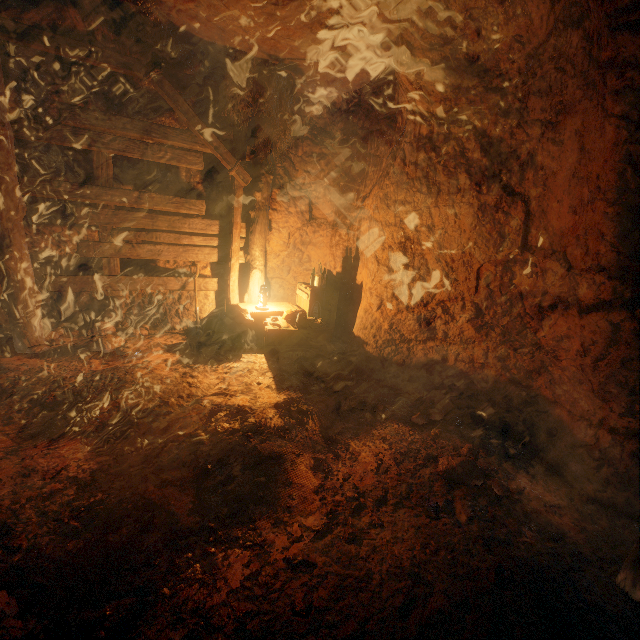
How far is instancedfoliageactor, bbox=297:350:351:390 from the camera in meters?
4.4

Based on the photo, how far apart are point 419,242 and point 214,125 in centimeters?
420cm

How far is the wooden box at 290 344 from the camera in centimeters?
514cm

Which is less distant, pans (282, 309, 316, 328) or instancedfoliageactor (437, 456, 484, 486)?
instancedfoliageactor (437, 456, 484, 486)

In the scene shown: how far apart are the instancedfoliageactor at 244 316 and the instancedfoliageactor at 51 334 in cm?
261

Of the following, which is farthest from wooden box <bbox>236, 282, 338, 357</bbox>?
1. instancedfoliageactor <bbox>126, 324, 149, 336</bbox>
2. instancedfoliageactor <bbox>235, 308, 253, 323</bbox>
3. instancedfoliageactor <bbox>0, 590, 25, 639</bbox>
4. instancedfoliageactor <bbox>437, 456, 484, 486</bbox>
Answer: instancedfoliageactor <bbox>0, 590, 25, 639</bbox>

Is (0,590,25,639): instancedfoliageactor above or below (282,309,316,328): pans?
below

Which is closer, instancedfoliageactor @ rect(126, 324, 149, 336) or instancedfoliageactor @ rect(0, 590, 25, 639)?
instancedfoliageactor @ rect(0, 590, 25, 639)
